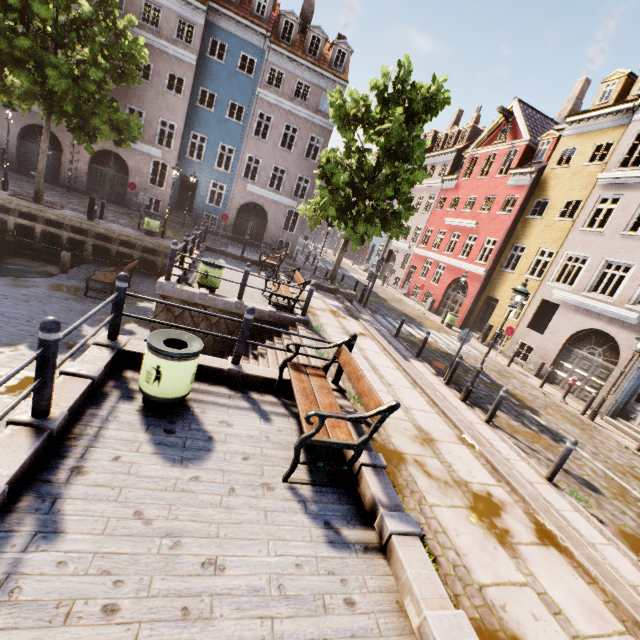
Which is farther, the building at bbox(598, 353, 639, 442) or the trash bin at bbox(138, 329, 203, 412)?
the building at bbox(598, 353, 639, 442)

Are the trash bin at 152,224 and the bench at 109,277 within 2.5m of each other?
no

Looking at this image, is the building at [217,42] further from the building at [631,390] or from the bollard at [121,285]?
the bollard at [121,285]

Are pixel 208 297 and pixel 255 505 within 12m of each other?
yes

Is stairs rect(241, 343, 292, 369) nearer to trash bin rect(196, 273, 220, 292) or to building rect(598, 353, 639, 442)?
trash bin rect(196, 273, 220, 292)

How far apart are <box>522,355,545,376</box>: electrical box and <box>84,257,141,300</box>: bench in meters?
19.3

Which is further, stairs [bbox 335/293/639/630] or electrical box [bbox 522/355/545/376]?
electrical box [bbox 522/355/545/376]

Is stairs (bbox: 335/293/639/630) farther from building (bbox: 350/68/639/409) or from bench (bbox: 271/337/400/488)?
building (bbox: 350/68/639/409)
